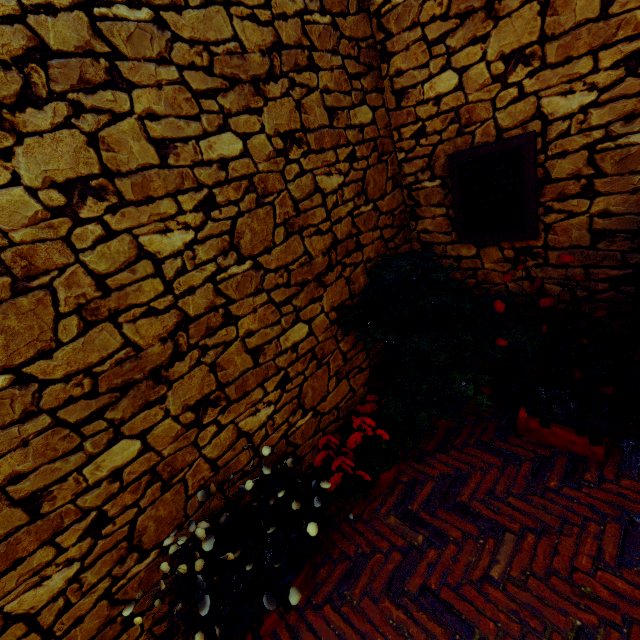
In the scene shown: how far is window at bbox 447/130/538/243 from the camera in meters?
2.2

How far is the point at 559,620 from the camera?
1.61m

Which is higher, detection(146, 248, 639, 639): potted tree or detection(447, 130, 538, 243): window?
detection(447, 130, 538, 243): window

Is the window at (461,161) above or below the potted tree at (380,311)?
above

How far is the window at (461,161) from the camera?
2.2 meters
